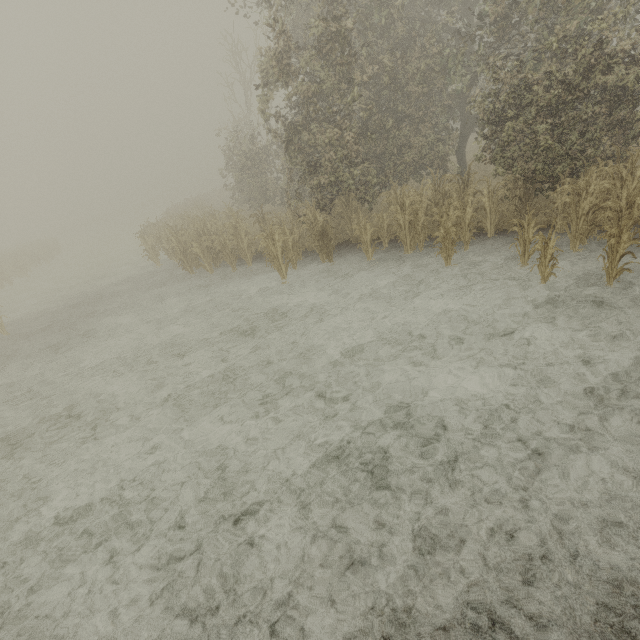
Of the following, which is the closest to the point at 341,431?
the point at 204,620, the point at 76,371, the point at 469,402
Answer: the point at 469,402
